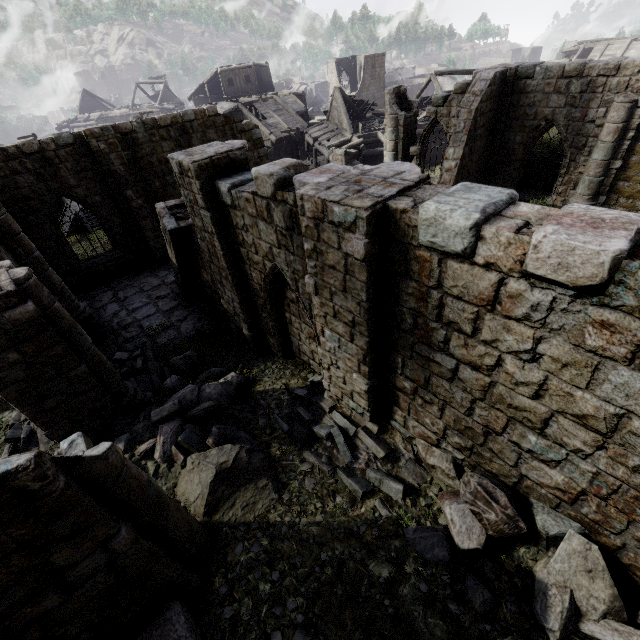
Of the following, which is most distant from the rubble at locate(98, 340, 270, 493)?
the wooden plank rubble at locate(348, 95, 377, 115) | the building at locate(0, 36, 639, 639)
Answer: the wooden plank rubble at locate(348, 95, 377, 115)

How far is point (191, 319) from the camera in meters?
12.5 m

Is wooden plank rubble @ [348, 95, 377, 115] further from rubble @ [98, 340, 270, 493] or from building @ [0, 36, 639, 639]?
rubble @ [98, 340, 270, 493]

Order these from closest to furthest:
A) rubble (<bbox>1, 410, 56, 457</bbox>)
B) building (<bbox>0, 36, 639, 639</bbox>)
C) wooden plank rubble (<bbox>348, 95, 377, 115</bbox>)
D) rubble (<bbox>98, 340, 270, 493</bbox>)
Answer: building (<bbox>0, 36, 639, 639</bbox>), rubble (<bbox>98, 340, 270, 493</bbox>), rubble (<bbox>1, 410, 56, 457</bbox>), wooden plank rubble (<bbox>348, 95, 377, 115</bbox>)

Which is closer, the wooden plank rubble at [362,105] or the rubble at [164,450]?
the rubble at [164,450]

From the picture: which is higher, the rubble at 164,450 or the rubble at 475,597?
the rubble at 475,597

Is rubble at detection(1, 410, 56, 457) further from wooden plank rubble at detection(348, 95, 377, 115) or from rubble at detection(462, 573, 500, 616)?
wooden plank rubble at detection(348, 95, 377, 115)

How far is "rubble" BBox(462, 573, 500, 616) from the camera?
4.1m
